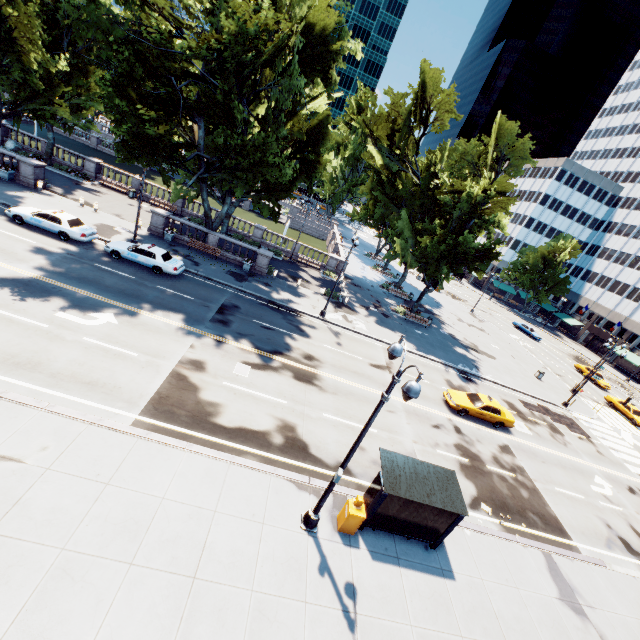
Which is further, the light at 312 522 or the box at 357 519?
the box at 357 519

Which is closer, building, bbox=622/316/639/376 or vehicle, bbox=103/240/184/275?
vehicle, bbox=103/240/184/275

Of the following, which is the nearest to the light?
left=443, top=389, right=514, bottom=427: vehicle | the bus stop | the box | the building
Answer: the box

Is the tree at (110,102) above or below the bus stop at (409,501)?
above

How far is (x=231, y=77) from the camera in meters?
24.3 m

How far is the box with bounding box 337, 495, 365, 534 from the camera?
11.16m

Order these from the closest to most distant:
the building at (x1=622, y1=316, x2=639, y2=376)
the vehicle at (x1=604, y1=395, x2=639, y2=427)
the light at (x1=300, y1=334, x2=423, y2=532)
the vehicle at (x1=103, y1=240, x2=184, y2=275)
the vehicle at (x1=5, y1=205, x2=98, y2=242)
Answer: the light at (x1=300, y1=334, x2=423, y2=532), the vehicle at (x1=5, y1=205, x2=98, y2=242), the vehicle at (x1=103, y1=240, x2=184, y2=275), the vehicle at (x1=604, y1=395, x2=639, y2=427), the building at (x1=622, y1=316, x2=639, y2=376)

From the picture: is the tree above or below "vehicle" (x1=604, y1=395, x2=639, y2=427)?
above
